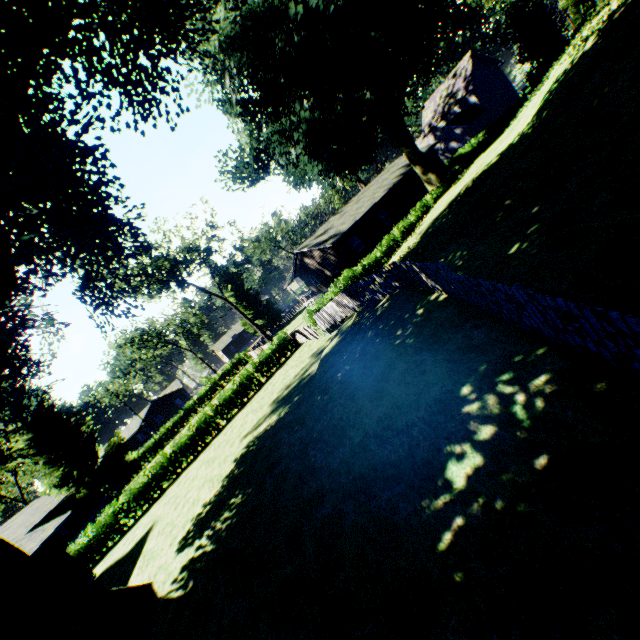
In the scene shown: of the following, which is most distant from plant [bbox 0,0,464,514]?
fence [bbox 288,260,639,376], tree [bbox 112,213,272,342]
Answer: tree [bbox 112,213,272,342]

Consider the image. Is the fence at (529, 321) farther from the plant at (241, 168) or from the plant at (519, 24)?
the plant at (519, 24)

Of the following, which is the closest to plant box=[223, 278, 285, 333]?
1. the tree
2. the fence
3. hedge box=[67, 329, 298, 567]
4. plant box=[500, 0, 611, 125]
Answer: the fence

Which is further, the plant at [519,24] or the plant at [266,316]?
the plant at [266,316]

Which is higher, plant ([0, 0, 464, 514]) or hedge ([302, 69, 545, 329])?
plant ([0, 0, 464, 514])

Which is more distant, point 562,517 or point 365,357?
point 365,357

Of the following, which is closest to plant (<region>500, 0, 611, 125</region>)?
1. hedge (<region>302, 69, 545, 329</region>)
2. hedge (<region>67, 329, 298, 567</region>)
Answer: hedge (<region>302, 69, 545, 329</region>)

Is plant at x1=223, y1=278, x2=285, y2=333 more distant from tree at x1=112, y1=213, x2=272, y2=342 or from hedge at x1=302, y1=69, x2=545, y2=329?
tree at x1=112, y1=213, x2=272, y2=342
